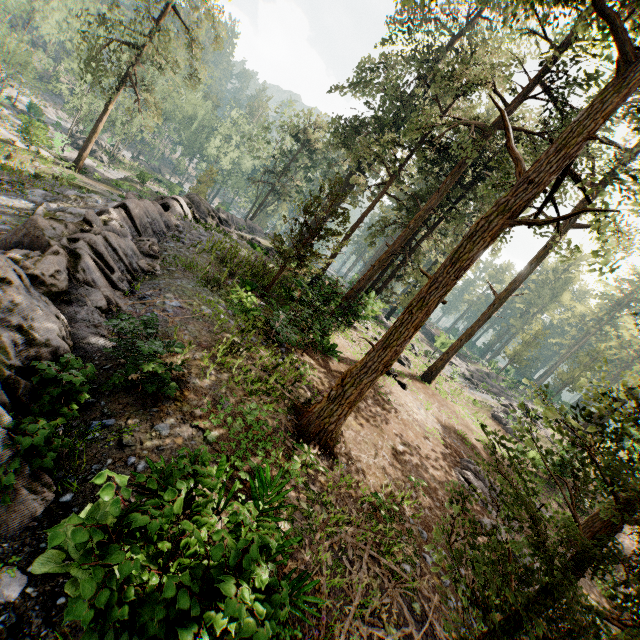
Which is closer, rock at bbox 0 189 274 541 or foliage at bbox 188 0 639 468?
rock at bbox 0 189 274 541

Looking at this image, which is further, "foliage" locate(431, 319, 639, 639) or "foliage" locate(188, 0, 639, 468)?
"foliage" locate(188, 0, 639, 468)

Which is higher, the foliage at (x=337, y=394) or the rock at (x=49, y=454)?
the foliage at (x=337, y=394)

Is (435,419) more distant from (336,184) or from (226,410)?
(226,410)

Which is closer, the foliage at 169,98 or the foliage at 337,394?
the foliage at 337,394

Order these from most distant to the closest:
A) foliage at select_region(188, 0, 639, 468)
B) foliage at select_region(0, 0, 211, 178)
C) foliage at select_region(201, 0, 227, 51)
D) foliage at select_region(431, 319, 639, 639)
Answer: foliage at select_region(201, 0, 227, 51)
foliage at select_region(0, 0, 211, 178)
foliage at select_region(188, 0, 639, 468)
foliage at select_region(431, 319, 639, 639)

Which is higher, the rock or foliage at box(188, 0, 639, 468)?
foliage at box(188, 0, 639, 468)
